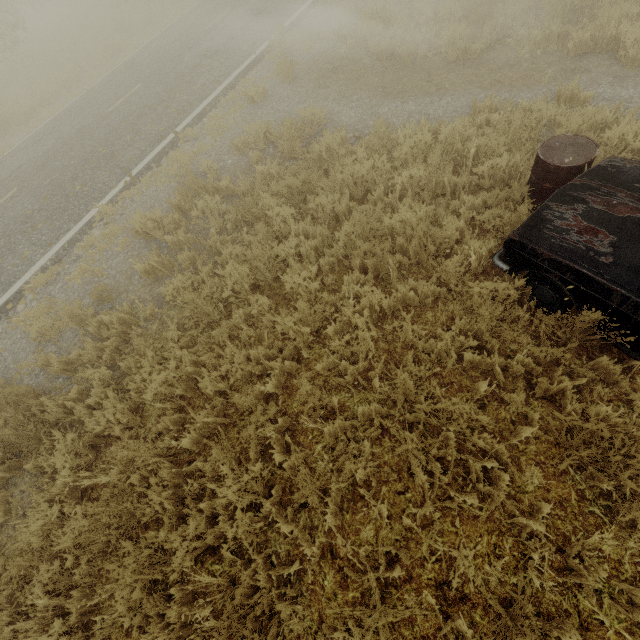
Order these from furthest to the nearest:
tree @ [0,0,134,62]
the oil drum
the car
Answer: tree @ [0,0,134,62] < the oil drum < the car

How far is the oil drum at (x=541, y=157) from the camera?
3.60m

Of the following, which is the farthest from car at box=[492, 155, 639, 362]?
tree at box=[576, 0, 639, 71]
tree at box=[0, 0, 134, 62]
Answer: tree at box=[0, 0, 134, 62]

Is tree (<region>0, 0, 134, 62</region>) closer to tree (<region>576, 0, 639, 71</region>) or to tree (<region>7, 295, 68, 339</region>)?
tree (<region>7, 295, 68, 339</region>)

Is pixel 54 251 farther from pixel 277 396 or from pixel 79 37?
pixel 79 37

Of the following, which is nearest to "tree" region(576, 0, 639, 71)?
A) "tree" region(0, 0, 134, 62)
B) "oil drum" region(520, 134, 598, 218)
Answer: "oil drum" region(520, 134, 598, 218)

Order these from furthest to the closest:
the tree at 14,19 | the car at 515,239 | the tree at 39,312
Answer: the tree at 14,19, the tree at 39,312, the car at 515,239

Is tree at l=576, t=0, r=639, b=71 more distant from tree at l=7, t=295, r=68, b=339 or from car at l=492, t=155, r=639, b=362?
tree at l=7, t=295, r=68, b=339
